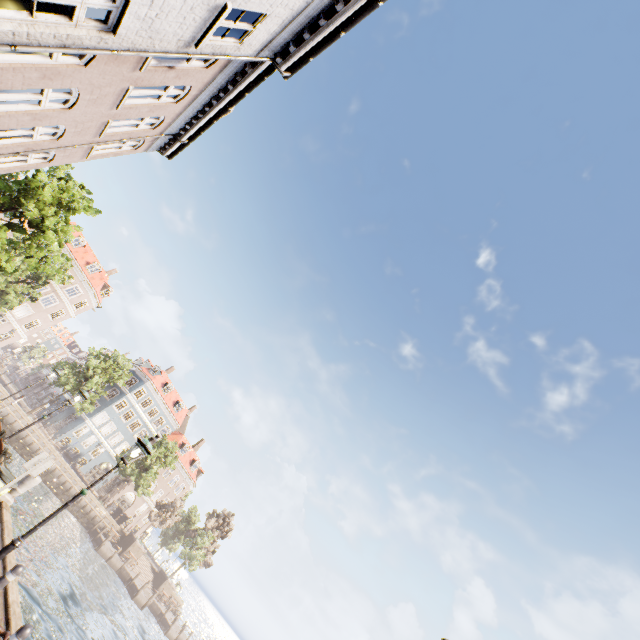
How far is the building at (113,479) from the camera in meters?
47.5 m

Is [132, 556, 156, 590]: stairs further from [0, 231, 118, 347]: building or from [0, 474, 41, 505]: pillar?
[0, 474, 41, 505]: pillar

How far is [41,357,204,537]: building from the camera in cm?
4619

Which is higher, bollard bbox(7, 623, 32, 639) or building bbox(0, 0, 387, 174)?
building bbox(0, 0, 387, 174)

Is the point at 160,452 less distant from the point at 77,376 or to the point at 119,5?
the point at 77,376

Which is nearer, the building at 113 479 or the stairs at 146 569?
the stairs at 146 569

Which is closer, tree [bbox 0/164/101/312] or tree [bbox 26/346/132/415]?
tree [bbox 0/164/101/312]

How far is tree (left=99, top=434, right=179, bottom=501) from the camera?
40.8m
